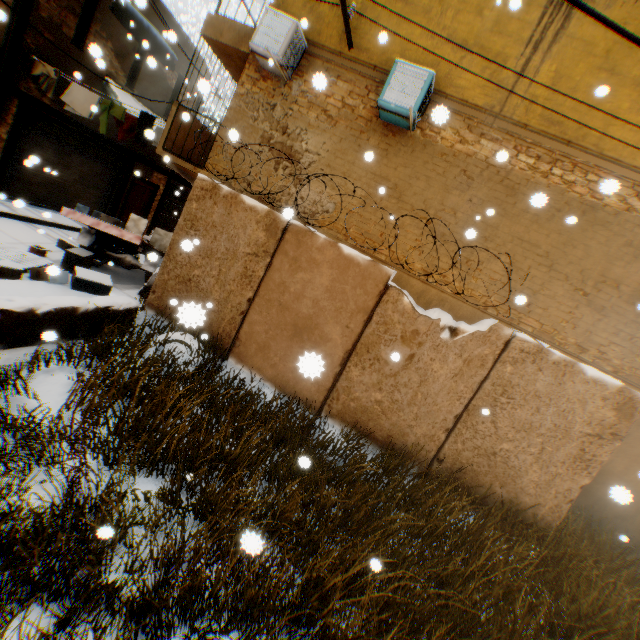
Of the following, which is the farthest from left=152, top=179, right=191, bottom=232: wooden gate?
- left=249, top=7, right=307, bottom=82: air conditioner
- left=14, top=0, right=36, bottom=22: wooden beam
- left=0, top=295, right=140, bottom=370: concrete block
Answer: left=0, top=295, right=140, bottom=370: concrete block

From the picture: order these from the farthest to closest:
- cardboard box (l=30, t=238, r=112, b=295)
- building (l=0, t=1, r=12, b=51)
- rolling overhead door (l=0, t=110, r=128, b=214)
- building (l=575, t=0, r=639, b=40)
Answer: rolling overhead door (l=0, t=110, r=128, b=214) < cardboard box (l=30, t=238, r=112, b=295) < building (l=575, t=0, r=639, b=40) < building (l=0, t=1, r=12, b=51)

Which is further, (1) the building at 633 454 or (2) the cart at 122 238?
(2) the cart at 122 238

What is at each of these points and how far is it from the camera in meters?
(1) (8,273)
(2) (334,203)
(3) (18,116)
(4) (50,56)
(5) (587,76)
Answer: (1) cardboard box, 6.2
(2) building, 7.4
(3) building, 9.5
(4) building, 9.5
(5) building, 6.2

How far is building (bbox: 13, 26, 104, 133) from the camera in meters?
9.1

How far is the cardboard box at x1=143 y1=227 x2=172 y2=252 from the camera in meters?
9.8

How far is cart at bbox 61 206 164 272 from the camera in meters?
7.7

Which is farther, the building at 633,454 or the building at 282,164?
the building at 282,164
